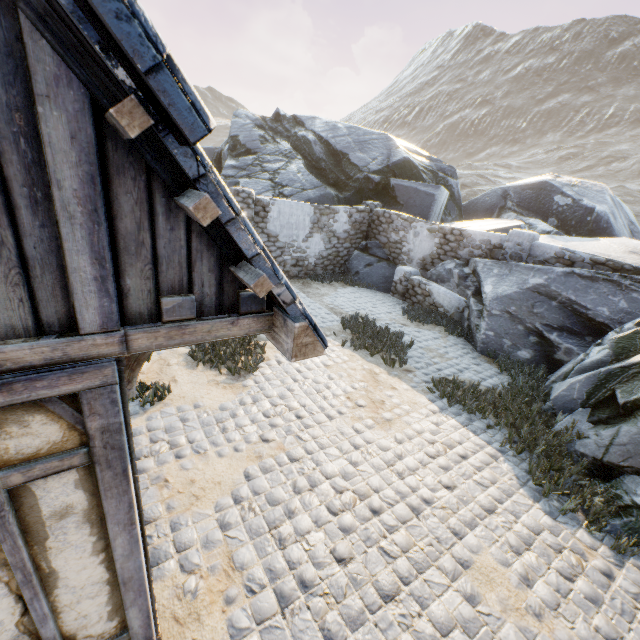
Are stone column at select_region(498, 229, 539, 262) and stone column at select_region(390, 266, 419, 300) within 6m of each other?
yes

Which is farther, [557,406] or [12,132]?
[557,406]

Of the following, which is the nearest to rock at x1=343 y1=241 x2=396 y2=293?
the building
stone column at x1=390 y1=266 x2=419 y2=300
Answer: stone column at x1=390 y1=266 x2=419 y2=300

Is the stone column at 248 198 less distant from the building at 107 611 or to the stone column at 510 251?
the building at 107 611

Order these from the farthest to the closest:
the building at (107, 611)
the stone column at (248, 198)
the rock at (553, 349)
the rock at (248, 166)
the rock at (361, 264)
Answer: the rock at (248, 166) < the rock at (361, 264) < the stone column at (248, 198) < the rock at (553, 349) < the building at (107, 611)

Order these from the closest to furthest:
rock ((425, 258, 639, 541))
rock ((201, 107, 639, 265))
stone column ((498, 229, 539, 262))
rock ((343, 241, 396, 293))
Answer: rock ((425, 258, 639, 541)), stone column ((498, 229, 539, 262)), rock ((343, 241, 396, 293)), rock ((201, 107, 639, 265))

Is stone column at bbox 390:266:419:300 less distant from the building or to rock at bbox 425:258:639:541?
rock at bbox 425:258:639:541

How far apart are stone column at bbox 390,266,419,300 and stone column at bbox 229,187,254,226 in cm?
550
